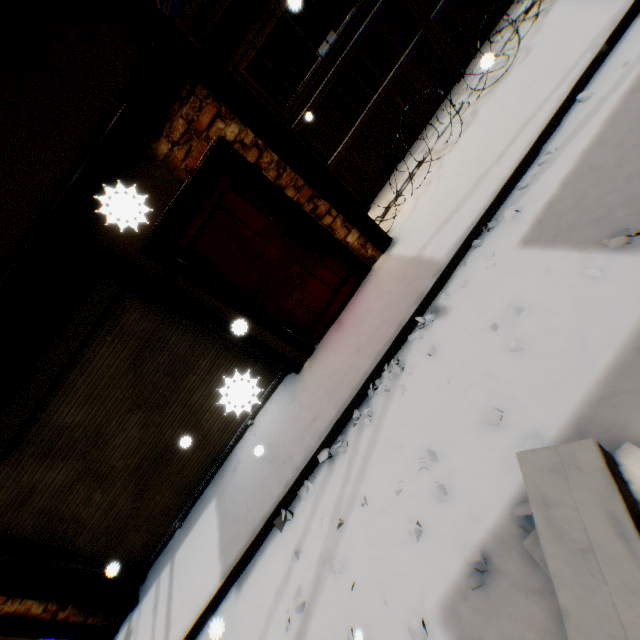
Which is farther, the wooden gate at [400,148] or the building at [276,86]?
the building at [276,86]

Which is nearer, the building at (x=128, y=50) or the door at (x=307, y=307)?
the building at (x=128, y=50)

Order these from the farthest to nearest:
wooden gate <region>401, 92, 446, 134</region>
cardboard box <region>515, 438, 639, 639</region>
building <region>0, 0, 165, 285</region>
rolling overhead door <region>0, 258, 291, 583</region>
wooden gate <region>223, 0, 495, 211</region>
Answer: wooden gate <region>401, 92, 446, 134</region>
wooden gate <region>223, 0, 495, 211</region>
rolling overhead door <region>0, 258, 291, 583</region>
building <region>0, 0, 165, 285</region>
cardboard box <region>515, 438, 639, 639</region>

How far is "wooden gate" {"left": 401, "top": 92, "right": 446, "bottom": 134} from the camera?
5.6m

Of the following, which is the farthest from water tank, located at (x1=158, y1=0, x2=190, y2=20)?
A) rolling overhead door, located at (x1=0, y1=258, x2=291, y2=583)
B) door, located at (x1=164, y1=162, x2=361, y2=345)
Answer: rolling overhead door, located at (x1=0, y1=258, x2=291, y2=583)

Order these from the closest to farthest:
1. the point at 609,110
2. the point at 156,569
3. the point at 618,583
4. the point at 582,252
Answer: the point at 618,583
the point at 582,252
the point at 609,110
the point at 156,569

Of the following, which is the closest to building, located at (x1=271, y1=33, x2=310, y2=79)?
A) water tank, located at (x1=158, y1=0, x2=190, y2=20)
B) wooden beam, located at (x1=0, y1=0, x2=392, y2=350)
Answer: wooden beam, located at (x1=0, y1=0, x2=392, y2=350)

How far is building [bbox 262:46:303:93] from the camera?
9.5 meters
